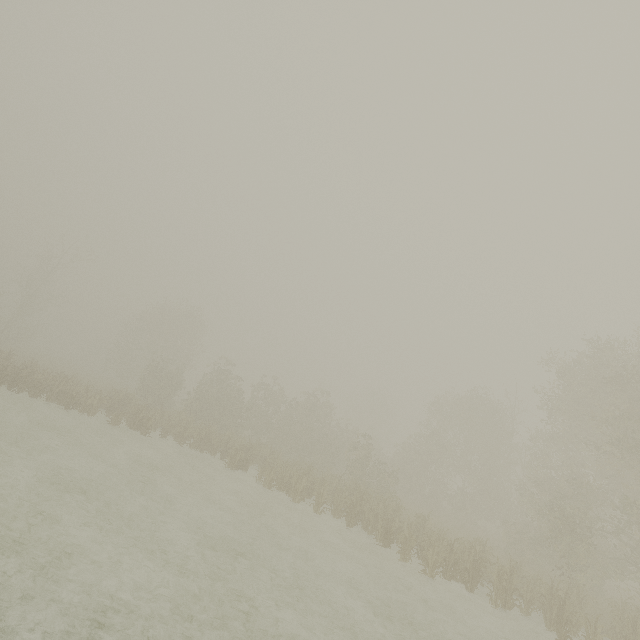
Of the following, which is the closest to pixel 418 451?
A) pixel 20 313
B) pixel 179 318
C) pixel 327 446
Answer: pixel 327 446
